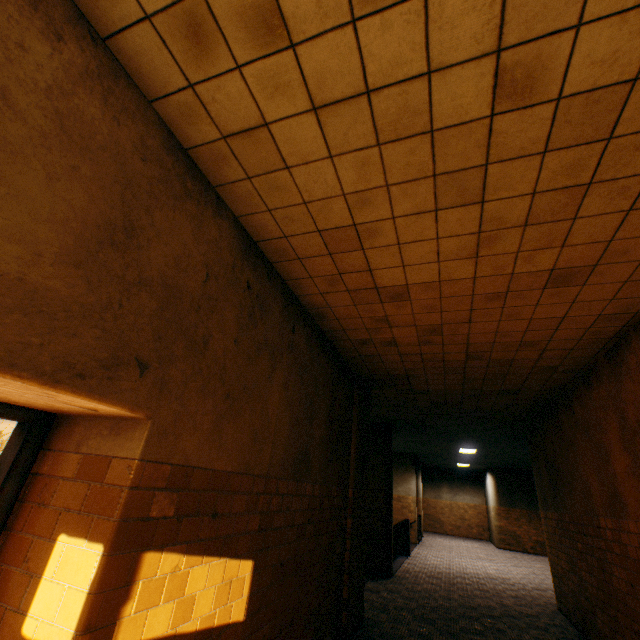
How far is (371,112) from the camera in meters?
1.9 m

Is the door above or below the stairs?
above

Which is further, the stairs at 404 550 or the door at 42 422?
the stairs at 404 550

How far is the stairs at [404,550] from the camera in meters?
10.7

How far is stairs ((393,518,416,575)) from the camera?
10.7 meters

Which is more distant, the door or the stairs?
the stairs
